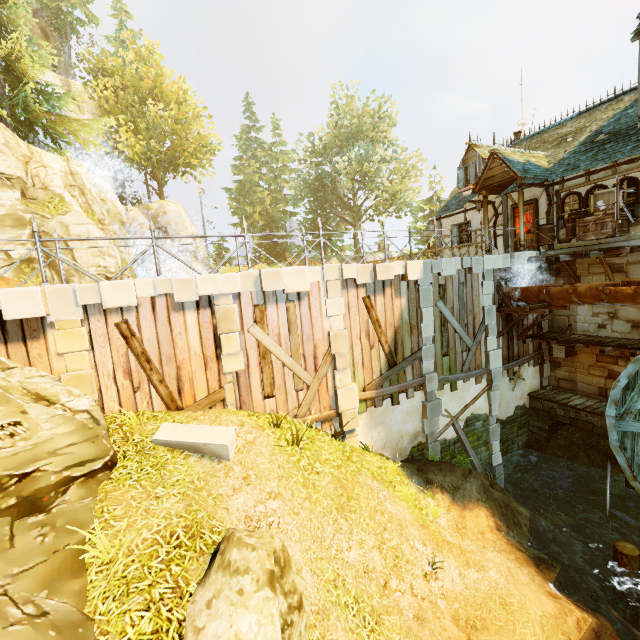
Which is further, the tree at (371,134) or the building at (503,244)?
the tree at (371,134)

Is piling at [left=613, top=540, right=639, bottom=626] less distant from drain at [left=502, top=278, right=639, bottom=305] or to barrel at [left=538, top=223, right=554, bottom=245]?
drain at [left=502, top=278, right=639, bottom=305]

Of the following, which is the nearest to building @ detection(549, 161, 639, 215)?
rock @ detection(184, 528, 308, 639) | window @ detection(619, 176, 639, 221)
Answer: window @ detection(619, 176, 639, 221)

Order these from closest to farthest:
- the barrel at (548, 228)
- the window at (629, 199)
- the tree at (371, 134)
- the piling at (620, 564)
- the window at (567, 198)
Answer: the piling at (620, 564)
the window at (629, 199)
the window at (567, 198)
the barrel at (548, 228)
the tree at (371, 134)

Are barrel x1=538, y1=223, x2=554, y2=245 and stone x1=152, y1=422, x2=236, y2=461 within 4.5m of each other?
no

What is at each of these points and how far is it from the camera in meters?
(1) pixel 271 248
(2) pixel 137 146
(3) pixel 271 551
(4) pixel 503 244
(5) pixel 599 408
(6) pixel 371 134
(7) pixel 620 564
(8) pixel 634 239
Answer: (1) tree, 43.4
(2) tree, 27.0
(3) rock, 4.3
(4) building, 15.4
(5) wooden platform, 12.0
(6) tree, 34.5
(7) piling, 8.5
(8) building, 10.9

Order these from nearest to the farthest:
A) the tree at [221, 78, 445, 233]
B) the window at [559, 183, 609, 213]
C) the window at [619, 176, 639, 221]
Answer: the window at [619, 176, 639, 221], the window at [559, 183, 609, 213], the tree at [221, 78, 445, 233]

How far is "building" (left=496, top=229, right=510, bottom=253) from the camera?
15.2m
